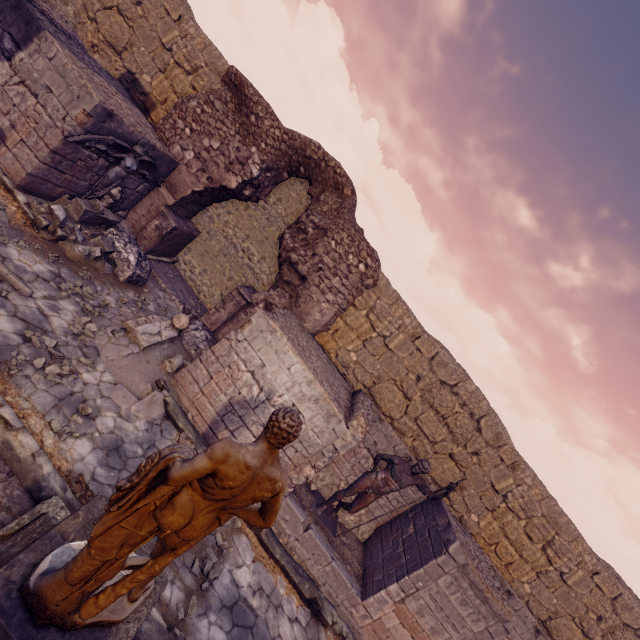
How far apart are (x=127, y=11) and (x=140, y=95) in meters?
2.2 m

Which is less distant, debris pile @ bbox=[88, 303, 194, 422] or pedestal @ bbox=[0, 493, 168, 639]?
pedestal @ bbox=[0, 493, 168, 639]

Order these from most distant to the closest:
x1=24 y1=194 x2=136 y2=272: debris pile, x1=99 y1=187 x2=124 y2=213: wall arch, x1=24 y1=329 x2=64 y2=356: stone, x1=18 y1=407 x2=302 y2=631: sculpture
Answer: x1=99 y1=187 x2=124 y2=213: wall arch < x1=24 y1=194 x2=136 y2=272: debris pile < x1=24 y1=329 x2=64 y2=356: stone < x1=18 y1=407 x2=302 y2=631: sculpture

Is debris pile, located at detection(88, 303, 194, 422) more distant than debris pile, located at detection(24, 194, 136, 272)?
No

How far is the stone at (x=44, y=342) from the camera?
4.7m

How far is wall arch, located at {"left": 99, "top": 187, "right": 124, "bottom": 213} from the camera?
7.9m

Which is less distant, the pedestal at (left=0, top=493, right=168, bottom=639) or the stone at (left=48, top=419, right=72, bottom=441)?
the pedestal at (left=0, top=493, right=168, bottom=639)

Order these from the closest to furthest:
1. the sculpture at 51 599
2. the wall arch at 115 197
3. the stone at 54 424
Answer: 1. the sculpture at 51 599
2. the stone at 54 424
3. the wall arch at 115 197
